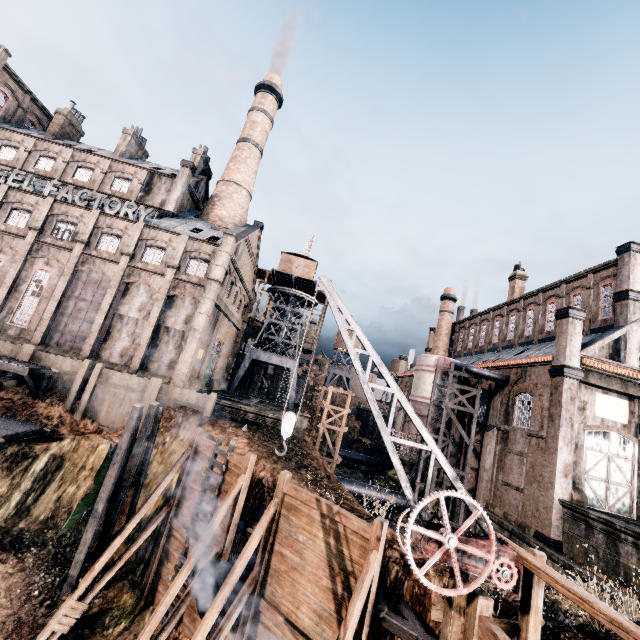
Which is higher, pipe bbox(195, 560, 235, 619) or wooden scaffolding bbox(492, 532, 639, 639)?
wooden scaffolding bbox(492, 532, 639, 639)

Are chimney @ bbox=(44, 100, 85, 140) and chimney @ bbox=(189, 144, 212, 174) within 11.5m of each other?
no

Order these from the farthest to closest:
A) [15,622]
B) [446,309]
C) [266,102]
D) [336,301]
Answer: [446,309] → [266,102] → [15,622] → [336,301]

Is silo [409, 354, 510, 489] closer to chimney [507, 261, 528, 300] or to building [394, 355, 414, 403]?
building [394, 355, 414, 403]

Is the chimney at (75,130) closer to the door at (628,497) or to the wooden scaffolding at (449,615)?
the wooden scaffolding at (449,615)

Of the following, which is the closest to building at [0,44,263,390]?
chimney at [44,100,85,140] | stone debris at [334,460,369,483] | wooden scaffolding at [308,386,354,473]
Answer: chimney at [44,100,85,140]

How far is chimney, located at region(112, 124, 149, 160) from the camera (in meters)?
41.38

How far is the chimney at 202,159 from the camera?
42.0m
